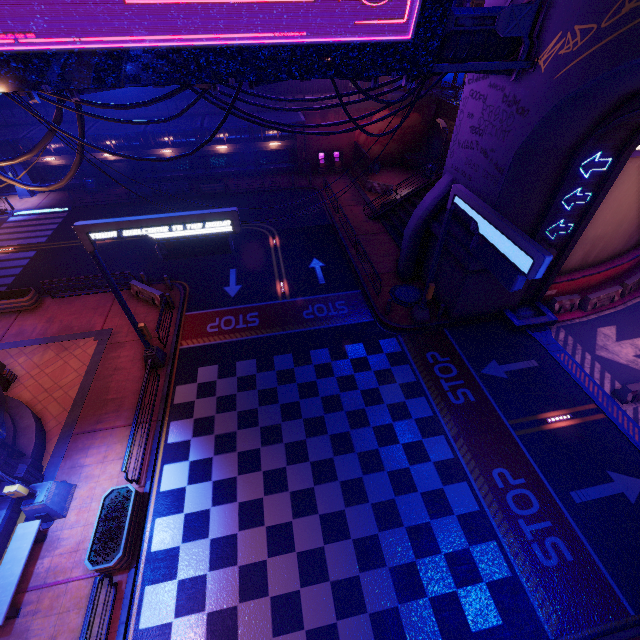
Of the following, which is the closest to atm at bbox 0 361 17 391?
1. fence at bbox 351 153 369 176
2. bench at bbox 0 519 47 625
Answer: bench at bbox 0 519 47 625

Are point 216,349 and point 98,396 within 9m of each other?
yes

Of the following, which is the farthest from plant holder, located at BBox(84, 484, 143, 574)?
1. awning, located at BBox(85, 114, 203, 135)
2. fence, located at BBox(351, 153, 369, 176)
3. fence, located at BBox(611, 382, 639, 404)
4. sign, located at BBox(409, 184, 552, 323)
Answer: fence, located at BBox(351, 153, 369, 176)

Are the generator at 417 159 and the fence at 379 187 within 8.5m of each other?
yes

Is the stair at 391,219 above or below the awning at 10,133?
below

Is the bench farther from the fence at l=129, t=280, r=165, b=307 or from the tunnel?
the tunnel

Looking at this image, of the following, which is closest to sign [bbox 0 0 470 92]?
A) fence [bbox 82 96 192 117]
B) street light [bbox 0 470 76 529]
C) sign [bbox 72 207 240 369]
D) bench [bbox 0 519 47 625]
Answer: sign [bbox 72 207 240 369]

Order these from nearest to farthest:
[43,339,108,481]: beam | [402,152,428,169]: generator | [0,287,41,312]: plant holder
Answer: [43,339,108,481]: beam
[0,287,41,312]: plant holder
[402,152,428,169]: generator
